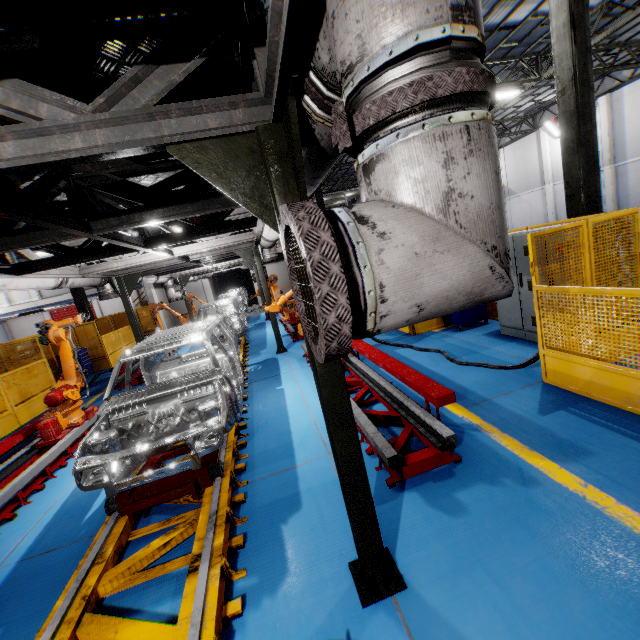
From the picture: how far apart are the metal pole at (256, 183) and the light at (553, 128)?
26.43m

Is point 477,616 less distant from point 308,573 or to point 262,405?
point 308,573

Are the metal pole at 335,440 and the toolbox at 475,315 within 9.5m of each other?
yes

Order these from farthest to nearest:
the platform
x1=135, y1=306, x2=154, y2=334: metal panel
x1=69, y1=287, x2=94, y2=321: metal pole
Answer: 1. x1=135, y1=306, x2=154, y2=334: metal panel
2. x1=69, y1=287, x2=94, y2=321: metal pole
3. the platform

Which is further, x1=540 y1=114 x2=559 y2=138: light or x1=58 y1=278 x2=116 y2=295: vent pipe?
x1=540 y1=114 x2=559 y2=138: light

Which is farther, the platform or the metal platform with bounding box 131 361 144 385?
the metal platform with bounding box 131 361 144 385

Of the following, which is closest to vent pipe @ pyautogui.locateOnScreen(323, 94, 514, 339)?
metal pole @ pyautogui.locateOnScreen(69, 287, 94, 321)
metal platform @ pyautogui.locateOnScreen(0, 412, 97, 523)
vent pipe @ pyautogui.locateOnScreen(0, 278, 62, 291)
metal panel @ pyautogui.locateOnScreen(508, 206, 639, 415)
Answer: metal panel @ pyautogui.locateOnScreen(508, 206, 639, 415)

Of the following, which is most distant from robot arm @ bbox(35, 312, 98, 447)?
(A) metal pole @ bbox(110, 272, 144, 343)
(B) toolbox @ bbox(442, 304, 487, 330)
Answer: (B) toolbox @ bbox(442, 304, 487, 330)
